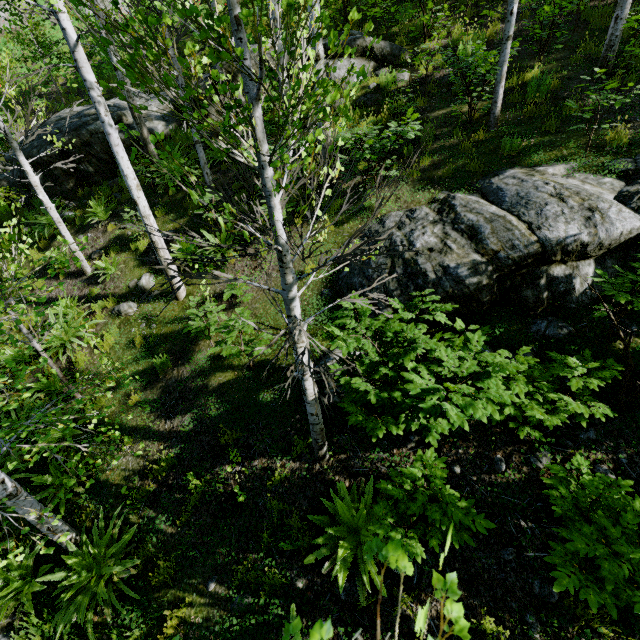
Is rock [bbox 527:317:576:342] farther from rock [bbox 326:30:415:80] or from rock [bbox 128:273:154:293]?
rock [bbox 326:30:415:80]

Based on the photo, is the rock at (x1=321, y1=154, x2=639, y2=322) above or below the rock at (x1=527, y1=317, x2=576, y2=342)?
above

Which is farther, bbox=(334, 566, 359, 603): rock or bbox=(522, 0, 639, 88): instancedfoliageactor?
bbox=(522, 0, 639, 88): instancedfoliageactor

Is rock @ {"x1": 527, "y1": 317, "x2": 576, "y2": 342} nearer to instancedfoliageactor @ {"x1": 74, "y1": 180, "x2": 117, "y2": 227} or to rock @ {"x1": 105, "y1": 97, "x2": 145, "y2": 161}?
instancedfoliageactor @ {"x1": 74, "y1": 180, "x2": 117, "y2": 227}

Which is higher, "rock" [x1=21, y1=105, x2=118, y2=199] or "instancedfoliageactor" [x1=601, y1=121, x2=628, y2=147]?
"instancedfoliageactor" [x1=601, y1=121, x2=628, y2=147]

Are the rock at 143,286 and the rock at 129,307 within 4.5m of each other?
yes

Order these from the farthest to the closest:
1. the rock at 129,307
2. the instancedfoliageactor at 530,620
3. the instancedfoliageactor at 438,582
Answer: the rock at 129,307, the instancedfoliageactor at 530,620, the instancedfoliageactor at 438,582

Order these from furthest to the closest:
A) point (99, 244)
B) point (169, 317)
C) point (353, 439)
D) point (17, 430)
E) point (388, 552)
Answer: A: point (99, 244), point (169, 317), point (17, 430), point (353, 439), point (388, 552)
